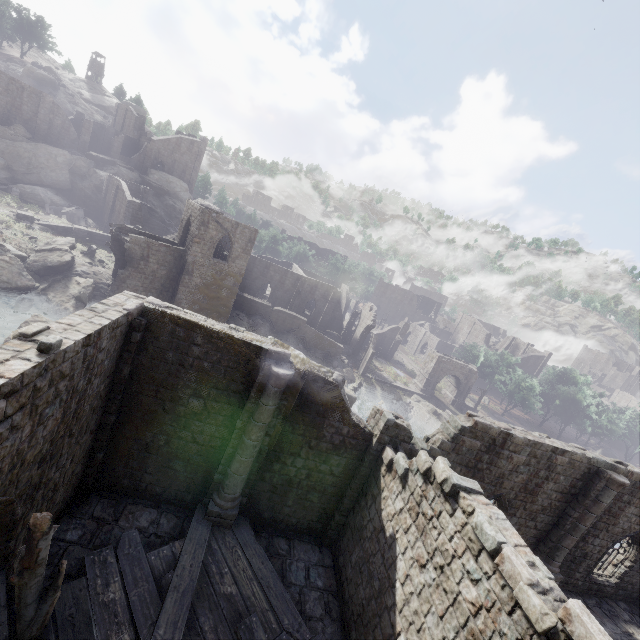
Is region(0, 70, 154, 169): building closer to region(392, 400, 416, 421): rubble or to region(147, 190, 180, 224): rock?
region(147, 190, 180, 224): rock

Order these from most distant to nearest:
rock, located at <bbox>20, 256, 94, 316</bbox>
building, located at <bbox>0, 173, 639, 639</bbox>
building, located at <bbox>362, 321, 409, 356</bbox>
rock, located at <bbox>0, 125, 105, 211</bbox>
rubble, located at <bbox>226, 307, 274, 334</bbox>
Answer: building, located at <bbox>362, 321, 409, 356</bbox>, rock, located at <bbox>0, 125, 105, 211</bbox>, rubble, located at <bbox>226, 307, 274, 334</bbox>, rock, located at <bbox>20, 256, 94, 316</bbox>, building, located at <bbox>0, 173, 639, 639</bbox>

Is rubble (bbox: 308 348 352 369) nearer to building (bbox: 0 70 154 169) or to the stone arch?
the stone arch

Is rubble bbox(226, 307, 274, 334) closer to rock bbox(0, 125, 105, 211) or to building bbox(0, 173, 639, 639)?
building bbox(0, 173, 639, 639)

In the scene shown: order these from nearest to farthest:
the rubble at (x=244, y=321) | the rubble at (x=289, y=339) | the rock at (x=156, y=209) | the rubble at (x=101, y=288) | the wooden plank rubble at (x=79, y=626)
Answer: the wooden plank rubble at (x=79, y=626), the rubble at (x=101, y=288), the rubble at (x=244, y=321), the rubble at (x=289, y=339), the rock at (x=156, y=209)

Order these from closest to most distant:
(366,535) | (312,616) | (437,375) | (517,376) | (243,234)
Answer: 1. (312,616)
2. (366,535)
3. (243,234)
4. (437,375)
5. (517,376)

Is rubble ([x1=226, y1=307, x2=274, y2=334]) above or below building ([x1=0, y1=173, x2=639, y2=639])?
below

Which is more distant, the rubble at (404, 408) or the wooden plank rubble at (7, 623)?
the rubble at (404, 408)
